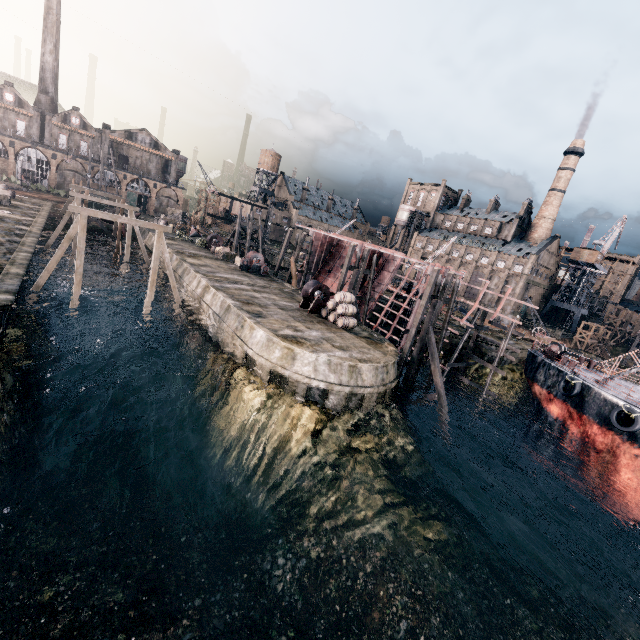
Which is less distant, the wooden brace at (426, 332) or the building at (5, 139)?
the wooden brace at (426, 332)

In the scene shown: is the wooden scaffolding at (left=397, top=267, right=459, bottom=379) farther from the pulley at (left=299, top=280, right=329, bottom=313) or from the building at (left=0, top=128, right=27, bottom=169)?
the building at (left=0, top=128, right=27, bottom=169)

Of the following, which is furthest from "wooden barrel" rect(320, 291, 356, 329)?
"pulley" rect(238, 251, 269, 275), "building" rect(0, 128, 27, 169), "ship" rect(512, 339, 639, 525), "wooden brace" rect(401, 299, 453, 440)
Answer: "building" rect(0, 128, 27, 169)

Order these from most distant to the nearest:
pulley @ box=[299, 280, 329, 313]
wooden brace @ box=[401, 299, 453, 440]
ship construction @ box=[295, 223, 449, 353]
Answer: ship construction @ box=[295, 223, 449, 353]
pulley @ box=[299, 280, 329, 313]
wooden brace @ box=[401, 299, 453, 440]

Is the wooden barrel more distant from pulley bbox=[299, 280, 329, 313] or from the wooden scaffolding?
the wooden scaffolding

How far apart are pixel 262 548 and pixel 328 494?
3.9m

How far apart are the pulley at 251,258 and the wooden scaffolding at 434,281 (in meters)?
21.15

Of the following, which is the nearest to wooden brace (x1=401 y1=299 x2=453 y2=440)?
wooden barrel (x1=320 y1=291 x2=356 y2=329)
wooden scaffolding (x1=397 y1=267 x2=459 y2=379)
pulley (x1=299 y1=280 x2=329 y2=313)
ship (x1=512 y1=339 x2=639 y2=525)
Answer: wooden scaffolding (x1=397 y1=267 x2=459 y2=379)
